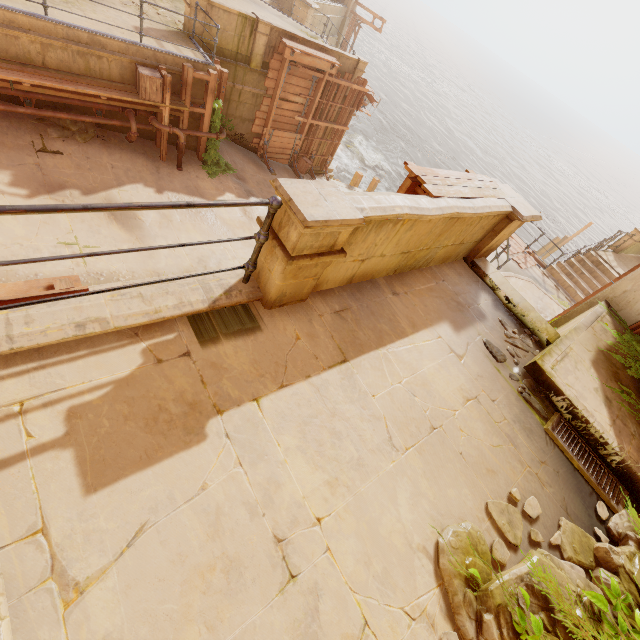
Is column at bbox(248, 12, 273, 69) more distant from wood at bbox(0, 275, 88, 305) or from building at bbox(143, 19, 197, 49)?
wood at bbox(0, 275, 88, 305)

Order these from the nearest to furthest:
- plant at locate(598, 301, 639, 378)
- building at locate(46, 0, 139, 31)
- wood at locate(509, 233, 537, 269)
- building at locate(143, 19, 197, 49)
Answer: plant at locate(598, 301, 639, 378), building at locate(46, 0, 139, 31), building at locate(143, 19, 197, 49), wood at locate(509, 233, 537, 269)

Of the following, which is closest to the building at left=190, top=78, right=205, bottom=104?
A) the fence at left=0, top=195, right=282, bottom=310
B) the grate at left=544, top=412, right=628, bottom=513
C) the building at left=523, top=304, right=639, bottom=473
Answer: the fence at left=0, top=195, right=282, bottom=310

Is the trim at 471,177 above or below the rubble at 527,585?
above

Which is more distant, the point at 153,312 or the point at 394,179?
the point at 394,179

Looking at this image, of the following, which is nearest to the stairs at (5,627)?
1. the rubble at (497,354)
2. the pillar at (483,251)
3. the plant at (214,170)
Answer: the rubble at (497,354)

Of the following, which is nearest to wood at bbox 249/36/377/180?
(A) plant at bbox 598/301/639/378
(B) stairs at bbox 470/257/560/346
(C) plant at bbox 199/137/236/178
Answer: (C) plant at bbox 199/137/236/178

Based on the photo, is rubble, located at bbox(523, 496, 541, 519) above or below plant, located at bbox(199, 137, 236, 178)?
above
